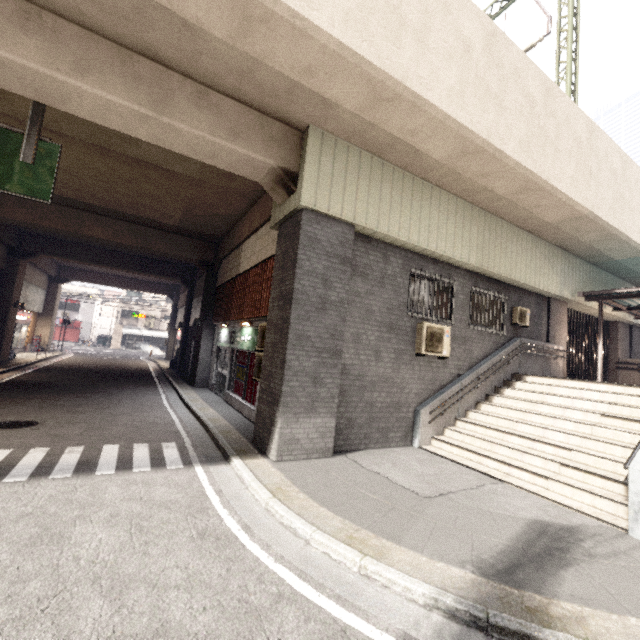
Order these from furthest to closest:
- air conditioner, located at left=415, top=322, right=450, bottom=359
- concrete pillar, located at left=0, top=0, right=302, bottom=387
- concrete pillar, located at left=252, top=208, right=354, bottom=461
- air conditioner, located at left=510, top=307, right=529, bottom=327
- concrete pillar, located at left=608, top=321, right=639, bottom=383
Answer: concrete pillar, located at left=608, top=321, right=639, bottom=383
air conditioner, located at left=510, top=307, right=529, bottom=327
air conditioner, located at left=415, top=322, right=450, bottom=359
concrete pillar, located at left=252, top=208, right=354, bottom=461
concrete pillar, located at left=0, top=0, right=302, bottom=387

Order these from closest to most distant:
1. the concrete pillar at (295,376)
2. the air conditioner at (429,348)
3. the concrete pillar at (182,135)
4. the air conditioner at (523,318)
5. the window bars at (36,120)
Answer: the concrete pillar at (182,135), the window bars at (36,120), the concrete pillar at (295,376), the air conditioner at (429,348), the air conditioner at (523,318)

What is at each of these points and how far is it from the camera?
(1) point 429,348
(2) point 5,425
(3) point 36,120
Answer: (1) air conditioner, 8.5m
(2) manhole, 7.0m
(3) window bars, 5.6m

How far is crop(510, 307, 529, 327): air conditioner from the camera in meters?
10.8 m

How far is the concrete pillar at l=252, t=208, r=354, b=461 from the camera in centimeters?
651cm

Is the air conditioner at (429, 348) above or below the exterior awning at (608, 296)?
below

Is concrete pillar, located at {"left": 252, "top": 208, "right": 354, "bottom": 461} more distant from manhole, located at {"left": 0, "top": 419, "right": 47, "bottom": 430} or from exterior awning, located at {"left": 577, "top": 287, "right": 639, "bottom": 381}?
exterior awning, located at {"left": 577, "top": 287, "right": 639, "bottom": 381}

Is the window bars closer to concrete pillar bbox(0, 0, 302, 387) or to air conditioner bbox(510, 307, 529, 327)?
concrete pillar bbox(0, 0, 302, 387)
